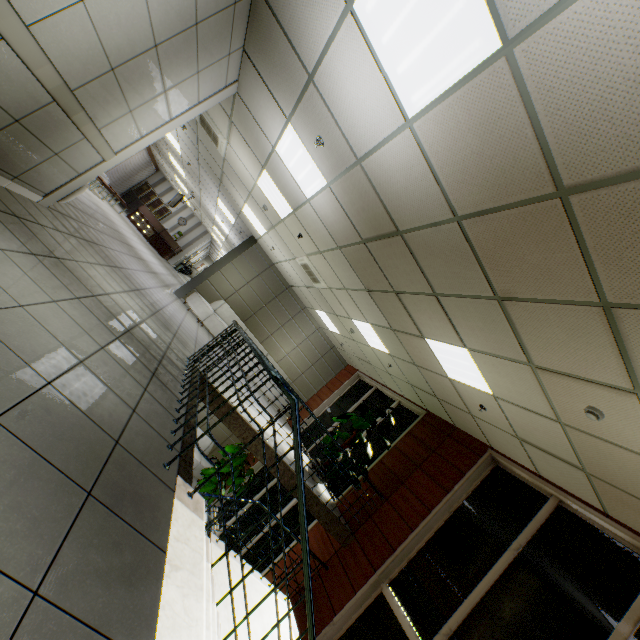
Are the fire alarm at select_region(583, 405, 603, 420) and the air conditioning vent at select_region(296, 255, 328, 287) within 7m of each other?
yes

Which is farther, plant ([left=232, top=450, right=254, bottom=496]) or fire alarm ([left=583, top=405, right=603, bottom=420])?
plant ([left=232, top=450, right=254, bottom=496])

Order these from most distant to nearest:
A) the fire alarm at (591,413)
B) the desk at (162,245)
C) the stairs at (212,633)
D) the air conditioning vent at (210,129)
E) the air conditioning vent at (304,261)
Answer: the desk at (162,245)
the air conditioning vent at (304,261)
the air conditioning vent at (210,129)
the fire alarm at (591,413)
the stairs at (212,633)

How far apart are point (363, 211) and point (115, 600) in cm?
438

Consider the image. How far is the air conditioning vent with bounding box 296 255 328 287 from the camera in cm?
797

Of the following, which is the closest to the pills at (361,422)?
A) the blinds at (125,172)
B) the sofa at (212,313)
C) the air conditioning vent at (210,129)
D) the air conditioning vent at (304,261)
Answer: the air conditioning vent at (304,261)

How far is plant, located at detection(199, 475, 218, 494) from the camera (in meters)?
9.38

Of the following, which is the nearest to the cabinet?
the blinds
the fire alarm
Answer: the blinds
